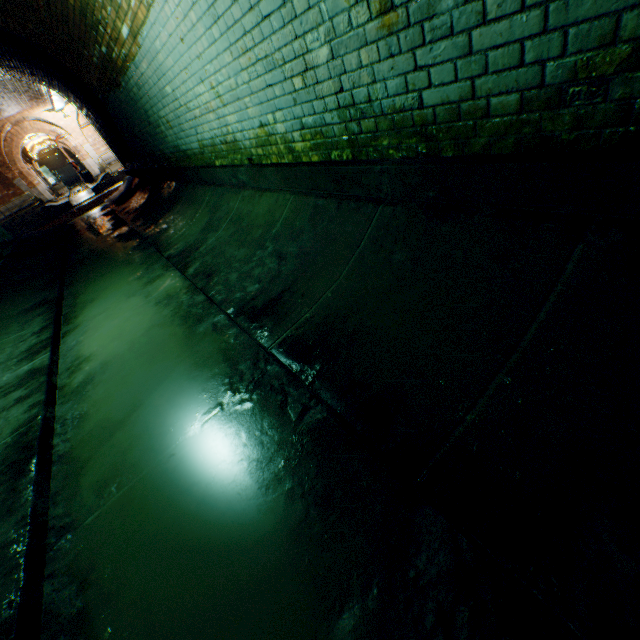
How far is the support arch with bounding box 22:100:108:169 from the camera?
20.5m

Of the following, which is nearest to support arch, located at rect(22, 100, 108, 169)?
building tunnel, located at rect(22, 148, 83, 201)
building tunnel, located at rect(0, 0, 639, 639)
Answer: building tunnel, located at rect(22, 148, 83, 201)

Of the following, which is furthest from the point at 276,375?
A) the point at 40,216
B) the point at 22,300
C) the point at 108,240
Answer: the point at 40,216

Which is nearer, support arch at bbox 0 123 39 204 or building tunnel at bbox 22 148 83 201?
support arch at bbox 0 123 39 204

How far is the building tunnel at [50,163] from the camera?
29.8m

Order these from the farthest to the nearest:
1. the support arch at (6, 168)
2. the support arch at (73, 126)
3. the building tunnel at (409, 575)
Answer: the support arch at (73, 126)
the support arch at (6, 168)
the building tunnel at (409, 575)

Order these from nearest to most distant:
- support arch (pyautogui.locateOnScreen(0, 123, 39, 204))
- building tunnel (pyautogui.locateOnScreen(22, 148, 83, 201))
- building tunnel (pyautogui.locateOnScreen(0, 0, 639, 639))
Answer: building tunnel (pyautogui.locateOnScreen(0, 0, 639, 639)) → support arch (pyautogui.locateOnScreen(0, 123, 39, 204)) → building tunnel (pyautogui.locateOnScreen(22, 148, 83, 201))

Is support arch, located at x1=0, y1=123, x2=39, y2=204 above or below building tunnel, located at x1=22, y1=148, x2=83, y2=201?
below
